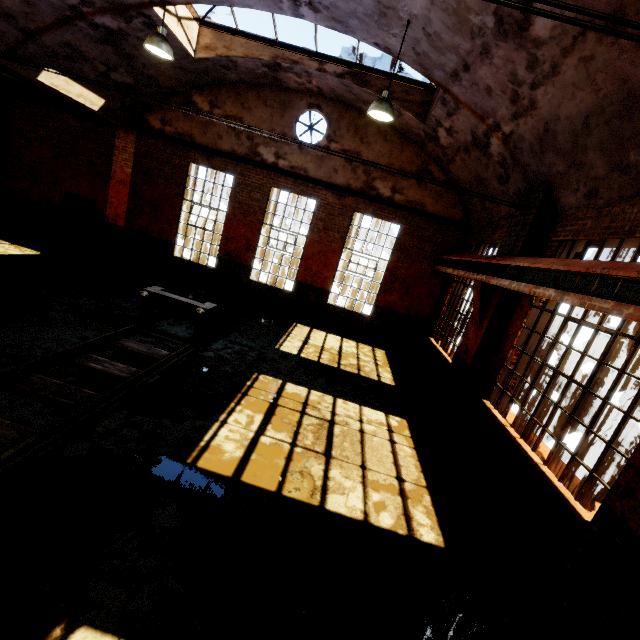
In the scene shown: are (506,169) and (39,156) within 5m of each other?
no

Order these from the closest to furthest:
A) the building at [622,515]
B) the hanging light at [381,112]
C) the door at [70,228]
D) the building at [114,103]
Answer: the building at [622,515]
the hanging light at [381,112]
the building at [114,103]
the door at [70,228]

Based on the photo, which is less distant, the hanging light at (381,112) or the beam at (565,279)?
the beam at (565,279)

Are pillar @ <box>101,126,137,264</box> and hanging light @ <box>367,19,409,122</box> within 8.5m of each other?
no

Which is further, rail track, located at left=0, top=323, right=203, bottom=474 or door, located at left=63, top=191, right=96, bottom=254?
door, located at left=63, top=191, right=96, bottom=254

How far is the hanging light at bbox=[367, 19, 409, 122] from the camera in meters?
6.1 m

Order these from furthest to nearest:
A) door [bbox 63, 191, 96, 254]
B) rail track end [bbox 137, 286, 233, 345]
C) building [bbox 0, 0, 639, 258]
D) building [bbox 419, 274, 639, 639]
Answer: door [bbox 63, 191, 96, 254] → rail track end [bbox 137, 286, 233, 345] → building [bbox 0, 0, 639, 258] → building [bbox 419, 274, 639, 639]

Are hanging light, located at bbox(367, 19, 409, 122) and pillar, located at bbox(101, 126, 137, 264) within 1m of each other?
no
